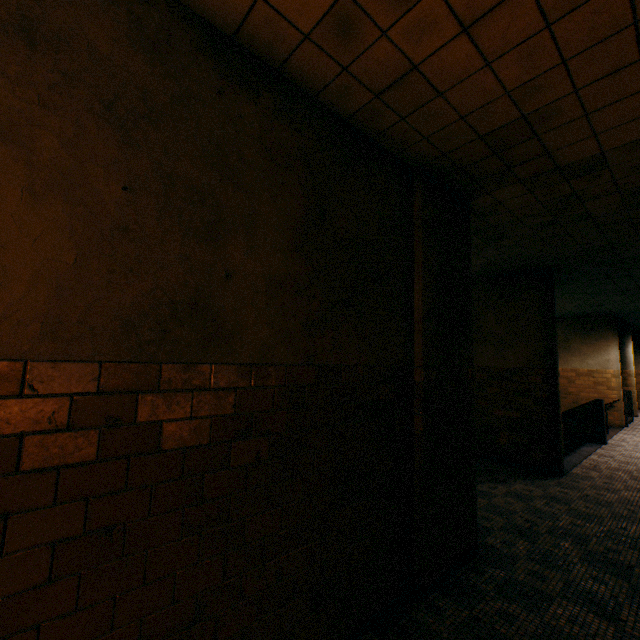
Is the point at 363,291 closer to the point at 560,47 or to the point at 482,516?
the point at 560,47

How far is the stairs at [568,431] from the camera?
7.5 meters

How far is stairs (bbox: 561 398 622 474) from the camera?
7.5m
